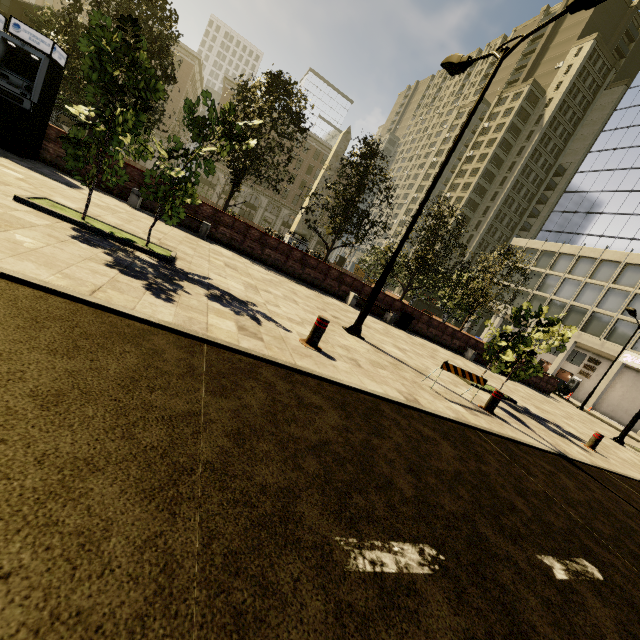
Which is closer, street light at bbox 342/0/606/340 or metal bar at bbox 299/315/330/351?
metal bar at bbox 299/315/330/351

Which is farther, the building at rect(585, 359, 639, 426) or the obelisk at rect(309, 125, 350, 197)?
the building at rect(585, 359, 639, 426)

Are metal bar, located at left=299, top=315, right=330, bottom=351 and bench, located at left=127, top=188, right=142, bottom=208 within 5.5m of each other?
no

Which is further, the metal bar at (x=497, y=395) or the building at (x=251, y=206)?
the building at (x=251, y=206)

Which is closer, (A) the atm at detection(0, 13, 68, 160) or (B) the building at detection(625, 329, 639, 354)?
(A) the atm at detection(0, 13, 68, 160)

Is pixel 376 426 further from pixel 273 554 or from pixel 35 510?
pixel 35 510

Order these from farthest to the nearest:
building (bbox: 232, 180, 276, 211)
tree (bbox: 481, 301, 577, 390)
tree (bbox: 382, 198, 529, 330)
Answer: building (bbox: 232, 180, 276, 211)
tree (bbox: 382, 198, 529, 330)
tree (bbox: 481, 301, 577, 390)

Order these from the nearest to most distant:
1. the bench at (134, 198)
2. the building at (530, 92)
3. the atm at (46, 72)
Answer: the atm at (46, 72) < the bench at (134, 198) < the building at (530, 92)
